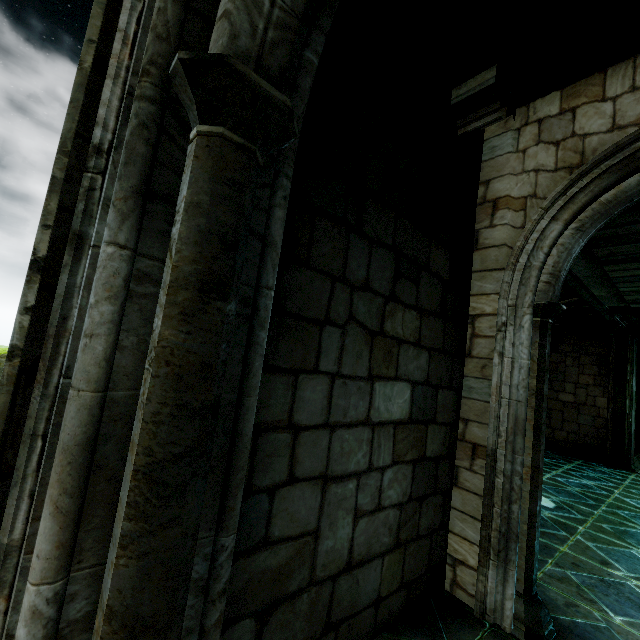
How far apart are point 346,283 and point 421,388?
1.4m
